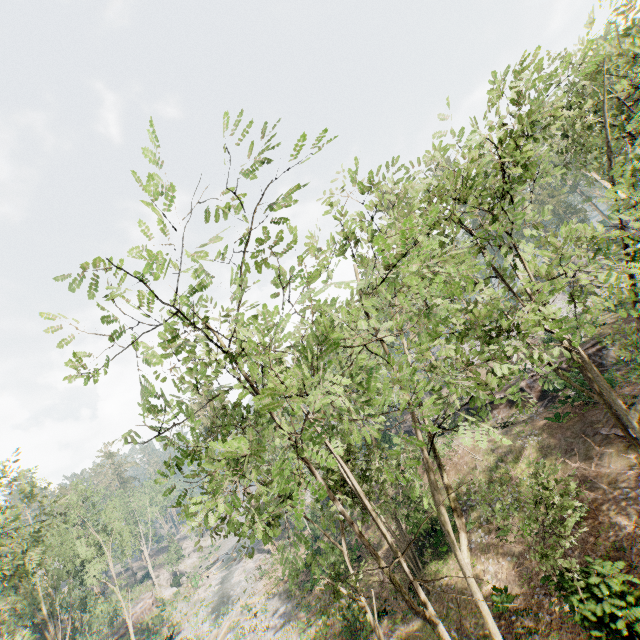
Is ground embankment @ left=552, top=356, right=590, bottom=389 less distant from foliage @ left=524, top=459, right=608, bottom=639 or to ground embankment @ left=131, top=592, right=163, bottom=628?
foliage @ left=524, top=459, right=608, bottom=639

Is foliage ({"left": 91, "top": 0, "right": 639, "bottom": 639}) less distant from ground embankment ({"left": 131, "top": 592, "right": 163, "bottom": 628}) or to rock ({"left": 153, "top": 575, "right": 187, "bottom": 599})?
ground embankment ({"left": 131, "top": 592, "right": 163, "bottom": 628})

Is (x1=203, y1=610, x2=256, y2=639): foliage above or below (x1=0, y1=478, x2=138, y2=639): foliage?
below

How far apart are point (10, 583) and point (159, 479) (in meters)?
25.87

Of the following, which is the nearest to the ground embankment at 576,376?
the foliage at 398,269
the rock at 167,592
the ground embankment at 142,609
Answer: the foliage at 398,269

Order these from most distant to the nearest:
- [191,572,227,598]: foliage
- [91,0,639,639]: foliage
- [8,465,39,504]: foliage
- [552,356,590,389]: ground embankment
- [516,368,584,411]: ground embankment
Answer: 1. [191,572,227,598]: foliage
2. [8,465,39,504]: foliage
3. [516,368,584,411]: ground embankment
4. [552,356,590,389]: ground embankment
5. [91,0,639,639]: foliage

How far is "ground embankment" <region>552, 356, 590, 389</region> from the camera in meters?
21.1

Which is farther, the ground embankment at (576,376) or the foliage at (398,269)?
the ground embankment at (576,376)
